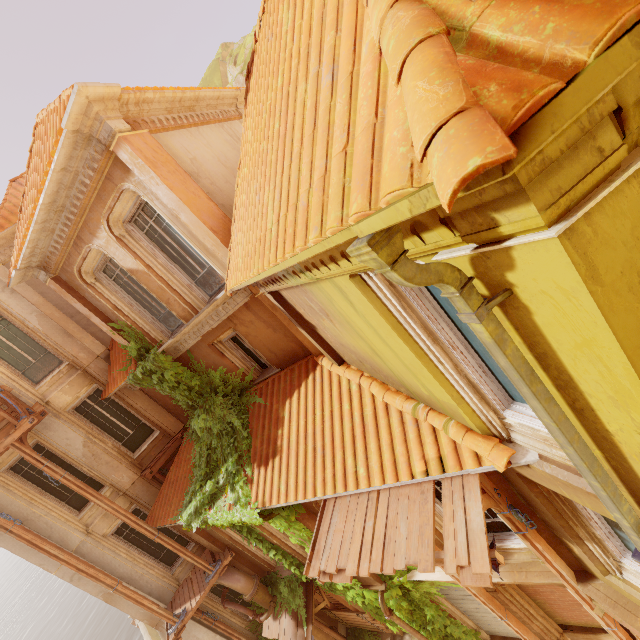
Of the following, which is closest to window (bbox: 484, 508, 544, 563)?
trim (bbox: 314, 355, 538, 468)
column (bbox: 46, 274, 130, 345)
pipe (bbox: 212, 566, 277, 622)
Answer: trim (bbox: 314, 355, 538, 468)

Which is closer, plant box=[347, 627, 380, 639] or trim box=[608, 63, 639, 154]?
trim box=[608, 63, 639, 154]

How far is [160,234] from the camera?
7.7m

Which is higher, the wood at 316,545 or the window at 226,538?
the wood at 316,545

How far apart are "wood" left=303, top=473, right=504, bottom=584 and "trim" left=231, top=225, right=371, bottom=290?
3.5m

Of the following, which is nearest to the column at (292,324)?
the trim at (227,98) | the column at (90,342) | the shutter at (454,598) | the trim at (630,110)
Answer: the trim at (227,98)

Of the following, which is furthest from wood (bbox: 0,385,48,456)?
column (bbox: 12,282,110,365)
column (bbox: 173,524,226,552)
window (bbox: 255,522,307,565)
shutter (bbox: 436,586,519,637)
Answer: shutter (bbox: 436,586,519,637)

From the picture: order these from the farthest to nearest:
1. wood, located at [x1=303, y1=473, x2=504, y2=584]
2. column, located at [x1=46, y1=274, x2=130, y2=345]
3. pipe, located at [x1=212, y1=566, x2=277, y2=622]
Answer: pipe, located at [x1=212, y1=566, x2=277, y2=622], column, located at [x1=46, y1=274, x2=130, y2=345], wood, located at [x1=303, y1=473, x2=504, y2=584]
